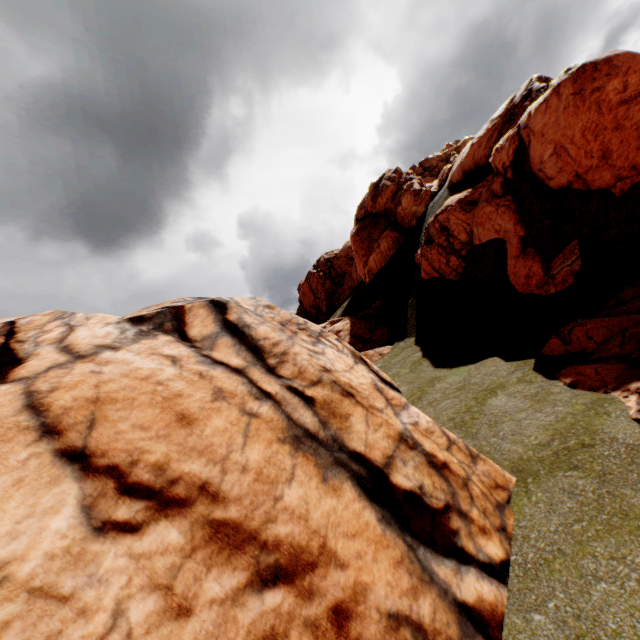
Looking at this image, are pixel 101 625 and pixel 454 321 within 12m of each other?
no

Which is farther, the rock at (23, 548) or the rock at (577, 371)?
the rock at (577, 371)

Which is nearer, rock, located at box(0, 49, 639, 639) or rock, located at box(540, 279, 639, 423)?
rock, located at box(0, 49, 639, 639)
